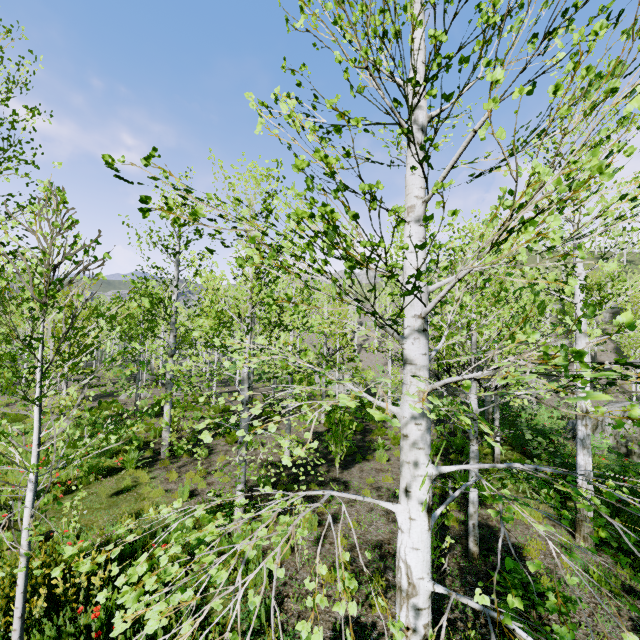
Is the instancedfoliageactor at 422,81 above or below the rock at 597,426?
above

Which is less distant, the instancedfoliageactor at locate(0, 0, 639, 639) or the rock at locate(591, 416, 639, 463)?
the instancedfoliageactor at locate(0, 0, 639, 639)

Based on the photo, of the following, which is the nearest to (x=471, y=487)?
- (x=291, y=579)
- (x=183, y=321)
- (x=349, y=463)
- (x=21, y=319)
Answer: (x=291, y=579)

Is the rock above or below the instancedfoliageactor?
below

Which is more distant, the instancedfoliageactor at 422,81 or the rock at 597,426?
the rock at 597,426
